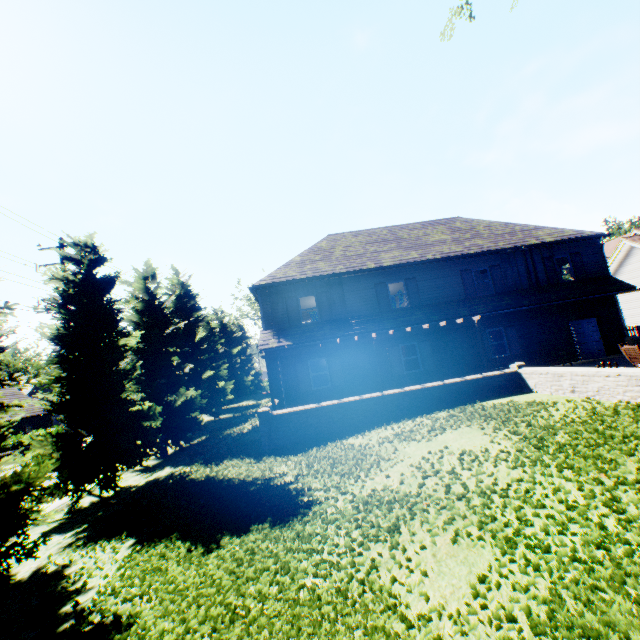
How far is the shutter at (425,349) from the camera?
17.3m

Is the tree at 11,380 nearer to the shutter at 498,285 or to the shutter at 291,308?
the shutter at 291,308

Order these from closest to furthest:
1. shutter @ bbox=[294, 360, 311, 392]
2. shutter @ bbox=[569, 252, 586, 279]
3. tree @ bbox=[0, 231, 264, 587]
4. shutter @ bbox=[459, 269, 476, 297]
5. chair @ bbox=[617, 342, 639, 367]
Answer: tree @ bbox=[0, 231, 264, 587], chair @ bbox=[617, 342, 639, 367], shutter @ bbox=[294, 360, 311, 392], shutter @ bbox=[459, 269, 476, 297], shutter @ bbox=[569, 252, 586, 279]

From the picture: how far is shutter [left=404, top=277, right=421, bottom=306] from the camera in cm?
1775

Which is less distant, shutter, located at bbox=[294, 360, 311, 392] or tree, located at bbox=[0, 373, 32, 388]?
tree, located at bbox=[0, 373, 32, 388]

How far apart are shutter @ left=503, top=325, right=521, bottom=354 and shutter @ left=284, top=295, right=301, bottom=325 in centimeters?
1120cm

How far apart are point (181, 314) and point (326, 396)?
13.3 meters

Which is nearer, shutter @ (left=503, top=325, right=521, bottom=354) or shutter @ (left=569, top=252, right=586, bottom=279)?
shutter @ (left=503, top=325, right=521, bottom=354)
